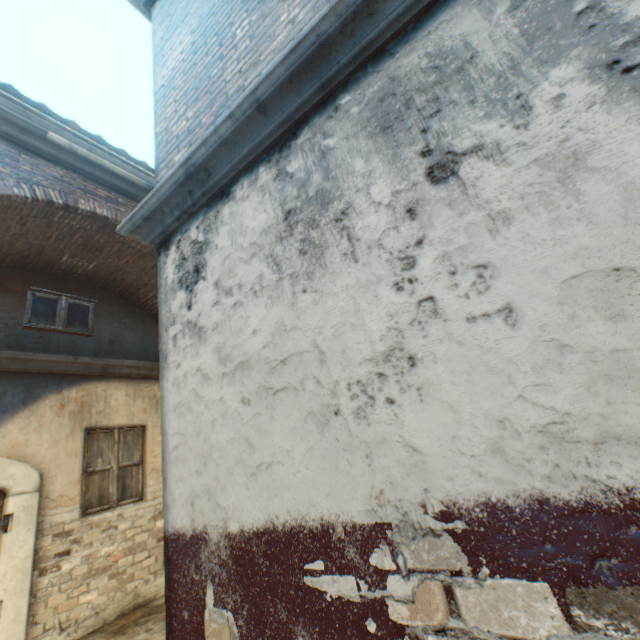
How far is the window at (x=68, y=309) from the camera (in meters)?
5.39

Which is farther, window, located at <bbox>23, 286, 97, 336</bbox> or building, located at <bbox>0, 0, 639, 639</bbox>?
window, located at <bbox>23, 286, 97, 336</bbox>

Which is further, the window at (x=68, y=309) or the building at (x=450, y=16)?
the window at (x=68, y=309)

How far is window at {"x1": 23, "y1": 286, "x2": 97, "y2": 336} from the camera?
5.4m

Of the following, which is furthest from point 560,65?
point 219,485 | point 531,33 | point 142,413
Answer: point 142,413
